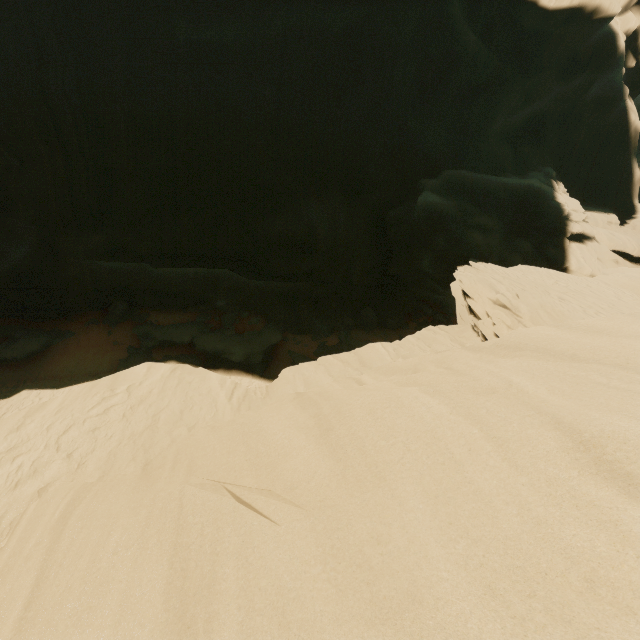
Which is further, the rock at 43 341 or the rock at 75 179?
the rock at 43 341

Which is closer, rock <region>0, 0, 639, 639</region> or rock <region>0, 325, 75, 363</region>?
rock <region>0, 0, 639, 639</region>

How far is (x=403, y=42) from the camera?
20.9 meters

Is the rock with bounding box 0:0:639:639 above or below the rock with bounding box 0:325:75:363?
above

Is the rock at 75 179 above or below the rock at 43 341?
above
